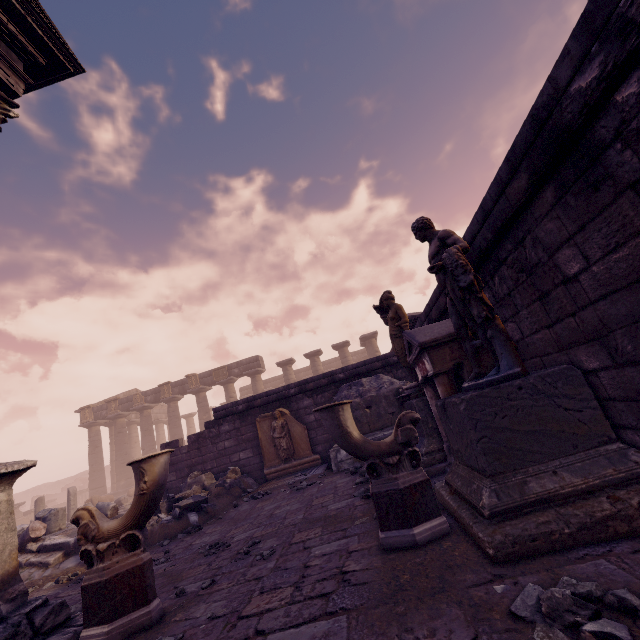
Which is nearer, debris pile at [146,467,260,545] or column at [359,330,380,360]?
debris pile at [146,467,260,545]

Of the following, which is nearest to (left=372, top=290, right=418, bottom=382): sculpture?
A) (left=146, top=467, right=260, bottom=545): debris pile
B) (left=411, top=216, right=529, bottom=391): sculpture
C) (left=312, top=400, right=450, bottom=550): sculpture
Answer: (left=411, top=216, right=529, bottom=391): sculpture

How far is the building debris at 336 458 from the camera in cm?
745

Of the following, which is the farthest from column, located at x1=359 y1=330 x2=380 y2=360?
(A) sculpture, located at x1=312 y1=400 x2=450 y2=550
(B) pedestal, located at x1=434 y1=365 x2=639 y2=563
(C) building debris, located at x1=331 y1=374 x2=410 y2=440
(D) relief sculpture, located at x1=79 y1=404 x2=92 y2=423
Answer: (D) relief sculpture, located at x1=79 y1=404 x2=92 y2=423

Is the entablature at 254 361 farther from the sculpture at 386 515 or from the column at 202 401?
the sculpture at 386 515

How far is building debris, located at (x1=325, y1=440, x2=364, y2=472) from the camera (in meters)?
7.45

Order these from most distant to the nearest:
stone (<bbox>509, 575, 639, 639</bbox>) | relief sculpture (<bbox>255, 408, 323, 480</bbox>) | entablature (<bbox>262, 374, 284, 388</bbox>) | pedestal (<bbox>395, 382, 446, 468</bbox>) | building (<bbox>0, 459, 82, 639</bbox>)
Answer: entablature (<bbox>262, 374, 284, 388</bbox>) → relief sculpture (<bbox>255, 408, 323, 480</bbox>) → pedestal (<bbox>395, 382, 446, 468</bbox>) → building (<bbox>0, 459, 82, 639</bbox>) → stone (<bbox>509, 575, 639, 639</bbox>)

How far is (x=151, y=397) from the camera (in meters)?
24.55
